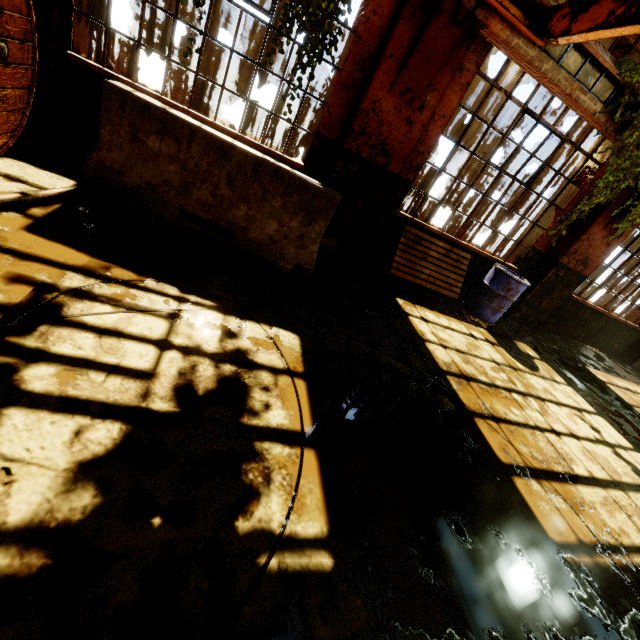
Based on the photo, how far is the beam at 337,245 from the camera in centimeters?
533cm

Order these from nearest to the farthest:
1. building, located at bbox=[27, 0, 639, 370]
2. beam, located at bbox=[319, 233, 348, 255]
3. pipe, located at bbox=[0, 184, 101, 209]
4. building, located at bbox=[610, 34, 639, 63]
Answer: pipe, located at bbox=[0, 184, 101, 209] → building, located at bbox=[27, 0, 639, 370] → building, located at bbox=[610, 34, 639, 63] → beam, located at bbox=[319, 233, 348, 255]

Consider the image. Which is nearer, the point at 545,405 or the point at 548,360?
the point at 545,405

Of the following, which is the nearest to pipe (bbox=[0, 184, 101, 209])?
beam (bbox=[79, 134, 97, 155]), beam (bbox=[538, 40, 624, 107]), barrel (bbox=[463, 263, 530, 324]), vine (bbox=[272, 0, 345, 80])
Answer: beam (bbox=[79, 134, 97, 155])

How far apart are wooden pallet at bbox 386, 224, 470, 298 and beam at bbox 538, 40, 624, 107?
2.73m

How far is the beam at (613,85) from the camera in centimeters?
414cm

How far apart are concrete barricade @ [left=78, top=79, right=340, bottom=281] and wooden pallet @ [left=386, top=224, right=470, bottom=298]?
1.9 meters

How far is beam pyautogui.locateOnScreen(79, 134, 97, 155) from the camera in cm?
408
